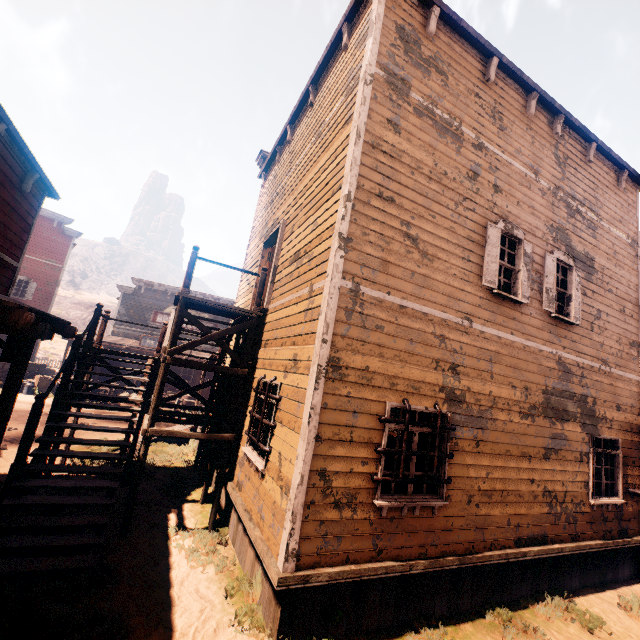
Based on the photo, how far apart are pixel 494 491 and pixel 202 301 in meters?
7.0 m

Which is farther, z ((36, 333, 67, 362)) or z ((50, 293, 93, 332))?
z ((50, 293, 93, 332))

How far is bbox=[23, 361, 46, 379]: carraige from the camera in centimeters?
2016cm

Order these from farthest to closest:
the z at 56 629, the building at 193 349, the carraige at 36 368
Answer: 1. the carraige at 36 368
2. the building at 193 349
3. the z at 56 629

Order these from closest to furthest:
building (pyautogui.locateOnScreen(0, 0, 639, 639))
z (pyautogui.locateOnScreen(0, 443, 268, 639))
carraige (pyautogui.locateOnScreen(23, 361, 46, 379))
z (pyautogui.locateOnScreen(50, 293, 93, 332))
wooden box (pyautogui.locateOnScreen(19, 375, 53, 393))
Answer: z (pyautogui.locateOnScreen(0, 443, 268, 639)), building (pyautogui.locateOnScreen(0, 0, 639, 639)), wooden box (pyautogui.locateOnScreen(19, 375, 53, 393)), carraige (pyautogui.locateOnScreen(23, 361, 46, 379)), z (pyautogui.locateOnScreen(50, 293, 93, 332))

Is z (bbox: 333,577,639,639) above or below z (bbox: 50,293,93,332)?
below

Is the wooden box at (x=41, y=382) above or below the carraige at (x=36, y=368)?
below
